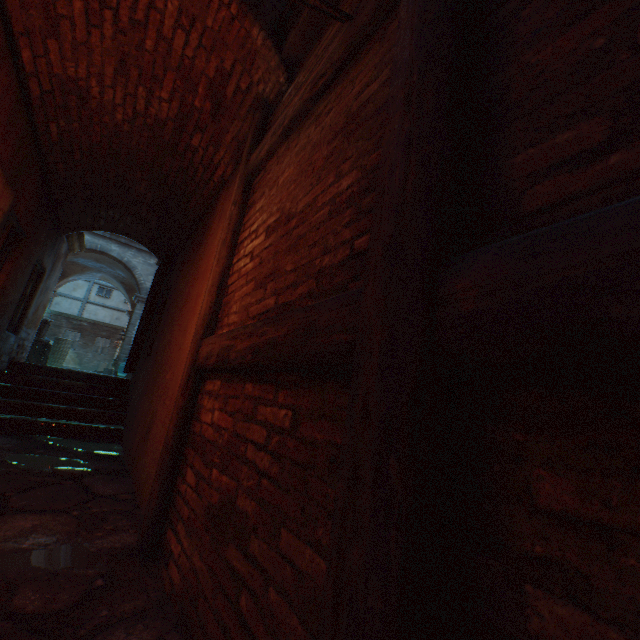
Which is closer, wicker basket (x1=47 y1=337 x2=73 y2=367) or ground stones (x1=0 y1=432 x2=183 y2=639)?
ground stones (x1=0 y1=432 x2=183 y2=639)

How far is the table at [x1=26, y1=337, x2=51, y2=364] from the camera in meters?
9.6

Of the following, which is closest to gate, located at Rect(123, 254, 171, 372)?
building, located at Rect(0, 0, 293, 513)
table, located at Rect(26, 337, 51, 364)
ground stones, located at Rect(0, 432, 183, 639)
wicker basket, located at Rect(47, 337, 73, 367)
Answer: building, located at Rect(0, 0, 293, 513)

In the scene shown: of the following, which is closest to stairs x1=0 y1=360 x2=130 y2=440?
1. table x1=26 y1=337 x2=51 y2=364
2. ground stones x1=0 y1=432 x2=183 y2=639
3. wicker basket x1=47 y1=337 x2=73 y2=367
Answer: ground stones x1=0 y1=432 x2=183 y2=639

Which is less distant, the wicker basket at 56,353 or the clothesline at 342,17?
the clothesline at 342,17

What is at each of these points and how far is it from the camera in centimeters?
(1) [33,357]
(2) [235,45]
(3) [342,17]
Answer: (1) table, 967cm
(2) building, 276cm
(3) clothesline, 162cm

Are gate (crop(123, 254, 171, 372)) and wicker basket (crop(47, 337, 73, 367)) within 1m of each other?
no

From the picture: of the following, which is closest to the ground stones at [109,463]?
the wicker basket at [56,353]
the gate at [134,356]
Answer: the gate at [134,356]
